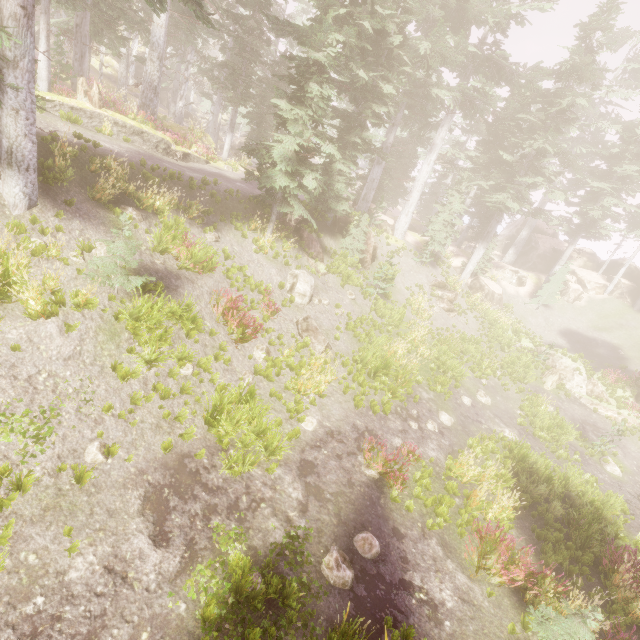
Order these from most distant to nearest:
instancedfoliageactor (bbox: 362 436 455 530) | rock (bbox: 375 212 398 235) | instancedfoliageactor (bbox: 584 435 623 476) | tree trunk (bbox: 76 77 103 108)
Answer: rock (bbox: 375 212 398 235) < instancedfoliageactor (bbox: 584 435 623 476) < tree trunk (bbox: 76 77 103 108) < instancedfoliageactor (bbox: 362 436 455 530)

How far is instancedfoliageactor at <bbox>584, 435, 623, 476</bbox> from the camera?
15.80m

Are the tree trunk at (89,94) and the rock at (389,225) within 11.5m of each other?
no

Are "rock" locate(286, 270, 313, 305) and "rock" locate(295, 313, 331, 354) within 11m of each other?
yes

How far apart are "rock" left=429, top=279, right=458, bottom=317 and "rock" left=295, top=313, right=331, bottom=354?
13.3m

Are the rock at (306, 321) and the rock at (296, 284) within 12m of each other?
yes

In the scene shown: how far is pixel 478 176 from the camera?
28.6m

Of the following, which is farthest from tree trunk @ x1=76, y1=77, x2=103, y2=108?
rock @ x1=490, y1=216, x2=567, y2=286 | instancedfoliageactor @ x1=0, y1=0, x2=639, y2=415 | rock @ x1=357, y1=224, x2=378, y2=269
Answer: rock @ x1=490, y1=216, x2=567, y2=286
